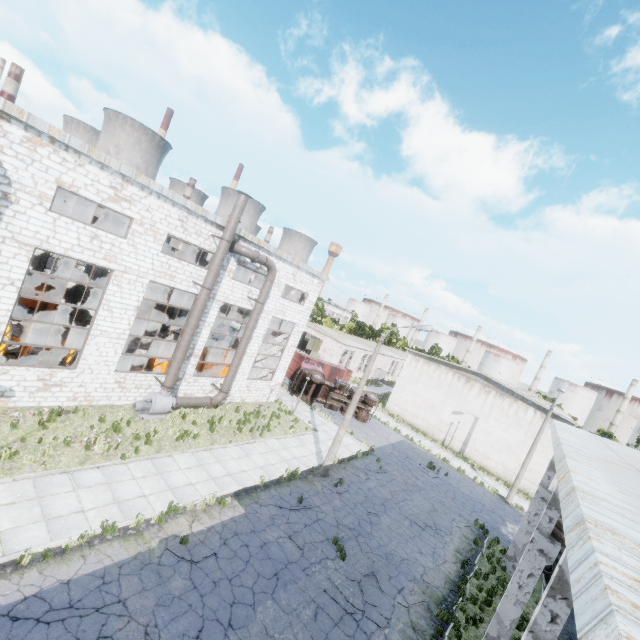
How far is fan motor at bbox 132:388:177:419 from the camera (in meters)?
16.88

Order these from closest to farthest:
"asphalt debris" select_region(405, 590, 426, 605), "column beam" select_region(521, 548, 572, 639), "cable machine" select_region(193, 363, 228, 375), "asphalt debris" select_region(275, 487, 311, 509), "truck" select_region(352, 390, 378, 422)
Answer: "column beam" select_region(521, 548, 572, 639)
"asphalt debris" select_region(405, 590, 426, 605)
"asphalt debris" select_region(275, 487, 311, 509)
"cable machine" select_region(193, 363, 228, 375)
"truck" select_region(352, 390, 378, 422)

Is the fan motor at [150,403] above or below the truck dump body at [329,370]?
below

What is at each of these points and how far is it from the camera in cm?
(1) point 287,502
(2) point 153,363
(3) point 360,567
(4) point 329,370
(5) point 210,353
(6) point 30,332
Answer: (1) asphalt debris, 1495
(2) cable machine, 2209
(3) asphalt debris, 1285
(4) truck dump body, 3581
(5) cable machine, 2425
(6) cable machine, 1634

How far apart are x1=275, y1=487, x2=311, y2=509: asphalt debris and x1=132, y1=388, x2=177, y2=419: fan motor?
7.76m

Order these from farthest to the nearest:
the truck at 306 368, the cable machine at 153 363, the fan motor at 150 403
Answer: the truck at 306 368, the cable machine at 153 363, the fan motor at 150 403

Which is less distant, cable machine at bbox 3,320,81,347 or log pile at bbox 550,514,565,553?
cable machine at bbox 3,320,81,347

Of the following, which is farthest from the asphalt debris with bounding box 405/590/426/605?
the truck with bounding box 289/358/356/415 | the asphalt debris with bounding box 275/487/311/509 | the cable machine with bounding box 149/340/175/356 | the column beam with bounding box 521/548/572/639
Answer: the truck with bounding box 289/358/356/415
